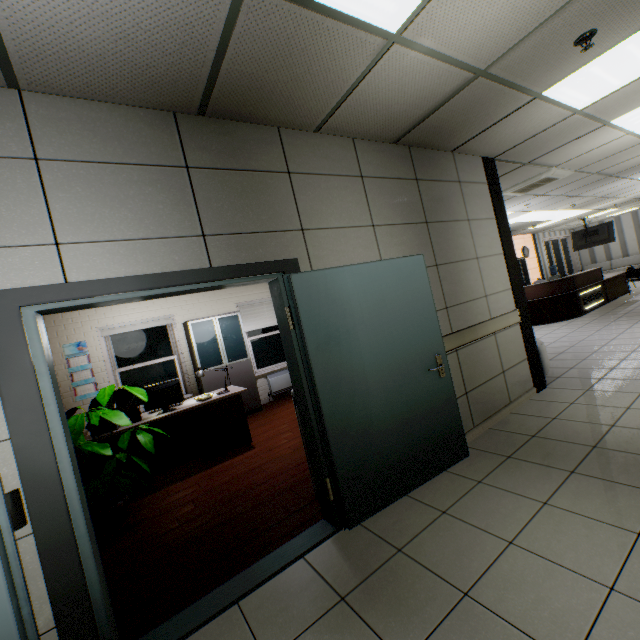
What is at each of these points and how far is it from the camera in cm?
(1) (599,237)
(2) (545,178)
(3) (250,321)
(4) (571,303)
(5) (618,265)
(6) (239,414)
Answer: (1) tv, 1320
(2) air conditioning vent, 592
(3) blinds, 752
(4) desk, 907
(5) sofa, 1692
(6) table, 488

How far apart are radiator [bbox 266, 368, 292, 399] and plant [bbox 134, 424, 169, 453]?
3.94m

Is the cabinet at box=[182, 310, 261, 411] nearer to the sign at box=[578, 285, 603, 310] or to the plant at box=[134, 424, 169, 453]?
the plant at box=[134, 424, 169, 453]

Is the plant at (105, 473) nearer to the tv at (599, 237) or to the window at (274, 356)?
the window at (274, 356)

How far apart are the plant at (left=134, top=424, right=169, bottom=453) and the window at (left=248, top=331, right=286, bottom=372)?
3.99m

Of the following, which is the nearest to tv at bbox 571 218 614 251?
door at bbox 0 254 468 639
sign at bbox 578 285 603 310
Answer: sign at bbox 578 285 603 310

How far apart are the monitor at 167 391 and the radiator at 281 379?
3.1m

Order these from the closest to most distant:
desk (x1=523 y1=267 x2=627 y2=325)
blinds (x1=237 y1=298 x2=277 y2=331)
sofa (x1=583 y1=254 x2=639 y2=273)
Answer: blinds (x1=237 y1=298 x2=277 y2=331)
desk (x1=523 y1=267 x2=627 y2=325)
sofa (x1=583 y1=254 x2=639 y2=273)
